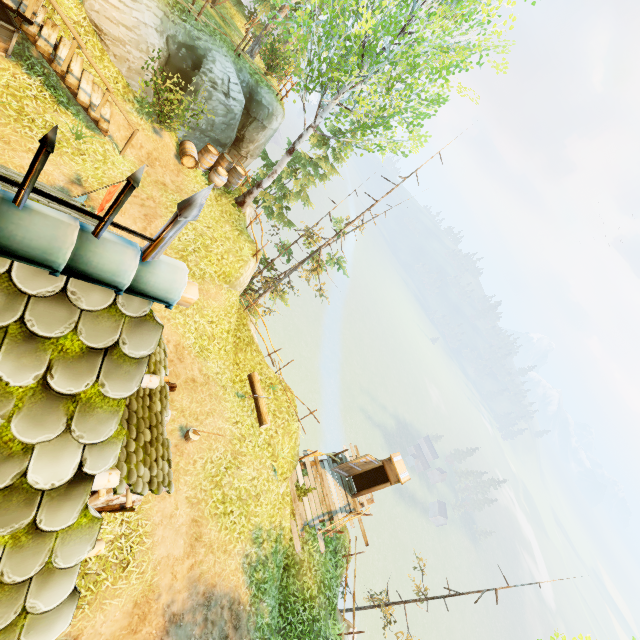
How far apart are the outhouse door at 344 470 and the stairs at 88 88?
15.48m

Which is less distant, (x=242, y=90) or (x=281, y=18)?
(x=281, y=18)

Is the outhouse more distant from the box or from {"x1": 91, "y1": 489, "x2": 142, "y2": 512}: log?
the box

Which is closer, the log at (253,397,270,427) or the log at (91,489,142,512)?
the log at (91,489,142,512)

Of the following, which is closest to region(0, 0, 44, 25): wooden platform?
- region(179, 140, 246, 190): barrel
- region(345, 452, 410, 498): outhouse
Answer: region(179, 140, 246, 190): barrel

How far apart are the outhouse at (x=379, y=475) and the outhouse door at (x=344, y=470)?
0.0 meters

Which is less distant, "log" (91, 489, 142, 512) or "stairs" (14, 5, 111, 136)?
"log" (91, 489, 142, 512)

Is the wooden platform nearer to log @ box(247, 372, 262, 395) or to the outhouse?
log @ box(247, 372, 262, 395)
